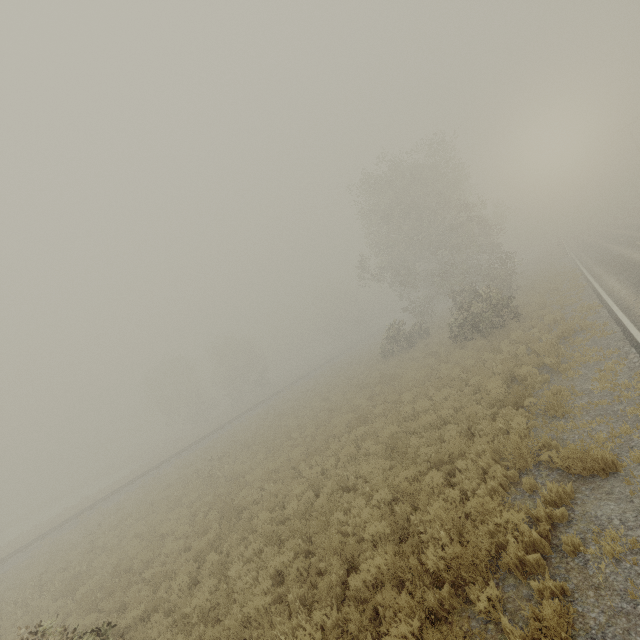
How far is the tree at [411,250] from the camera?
21.1m

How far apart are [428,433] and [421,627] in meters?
6.1

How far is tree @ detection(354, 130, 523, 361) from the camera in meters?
21.1
